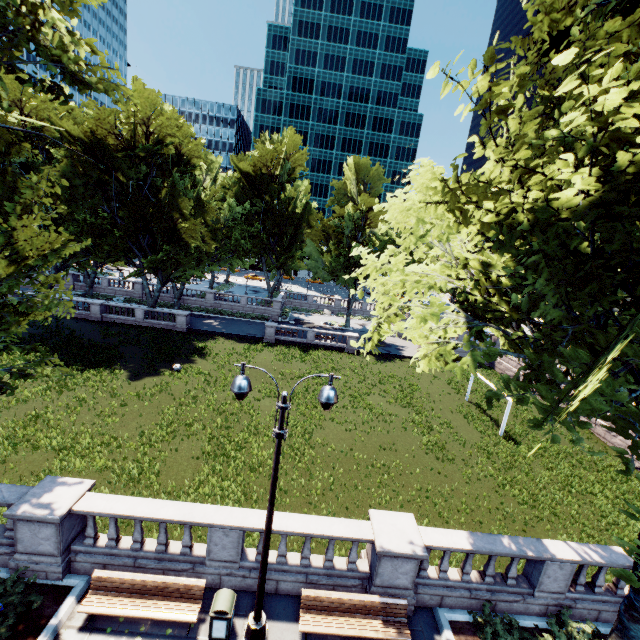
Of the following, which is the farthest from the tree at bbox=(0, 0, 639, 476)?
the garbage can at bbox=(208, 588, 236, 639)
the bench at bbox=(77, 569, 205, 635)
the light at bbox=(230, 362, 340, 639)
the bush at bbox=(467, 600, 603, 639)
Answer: the garbage can at bbox=(208, 588, 236, 639)

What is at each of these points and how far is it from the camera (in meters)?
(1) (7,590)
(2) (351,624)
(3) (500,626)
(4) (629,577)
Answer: (1) bush, 8.36
(2) bench, 8.55
(3) bush, 9.02
(4) tree, 4.41

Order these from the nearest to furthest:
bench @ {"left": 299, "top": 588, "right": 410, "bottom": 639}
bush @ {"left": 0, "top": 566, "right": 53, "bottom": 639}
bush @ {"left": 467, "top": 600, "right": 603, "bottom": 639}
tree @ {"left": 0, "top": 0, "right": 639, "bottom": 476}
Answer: tree @ {"left": 0, "top": 0, "right": 639, "bottom": 476}, bush @ {"left": 0, "top": 566, "right": 53, "bottom": 639}, bench @ {"left": 299, "top": 588, "right": 410, "bottom": 639}, bush @ {"left": 467, "top": 600, "right": 603, "bottom": 639}

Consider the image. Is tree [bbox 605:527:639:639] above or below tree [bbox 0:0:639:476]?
below

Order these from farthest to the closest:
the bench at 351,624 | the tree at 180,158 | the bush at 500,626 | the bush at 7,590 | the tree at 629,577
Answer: the bush at 500,626 → the bench at 351,624 → the bush at 7,590 → the tree at 180,158 → the tree at 629,577

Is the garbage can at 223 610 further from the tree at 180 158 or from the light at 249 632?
the tree at 180 158

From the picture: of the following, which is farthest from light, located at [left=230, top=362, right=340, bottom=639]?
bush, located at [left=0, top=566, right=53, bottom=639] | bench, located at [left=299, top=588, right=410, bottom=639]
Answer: bush, located at [left=0, top=566, right=53, bottom=639]
